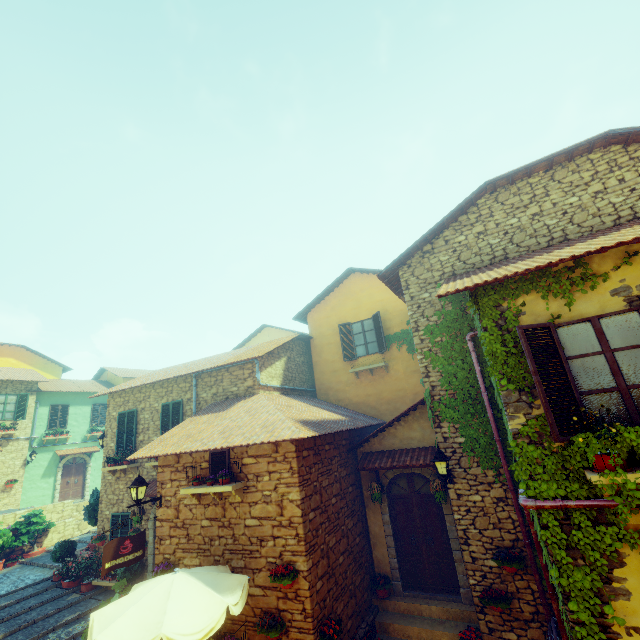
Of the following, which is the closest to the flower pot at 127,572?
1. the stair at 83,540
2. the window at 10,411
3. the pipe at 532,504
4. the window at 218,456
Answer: the stair at 83,540

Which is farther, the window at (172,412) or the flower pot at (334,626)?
the window at (172,412)

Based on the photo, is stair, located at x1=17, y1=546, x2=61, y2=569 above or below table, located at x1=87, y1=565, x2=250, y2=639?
below

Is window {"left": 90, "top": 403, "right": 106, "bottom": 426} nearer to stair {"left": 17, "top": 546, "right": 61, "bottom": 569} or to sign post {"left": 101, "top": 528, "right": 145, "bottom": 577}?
stair {"left": 17, "top": 546, "right": 61, "bottom": 569}

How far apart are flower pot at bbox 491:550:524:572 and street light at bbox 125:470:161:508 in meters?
7.8

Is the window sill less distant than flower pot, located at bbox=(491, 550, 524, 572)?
No

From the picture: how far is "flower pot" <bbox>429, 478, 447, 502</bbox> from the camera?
8.02m

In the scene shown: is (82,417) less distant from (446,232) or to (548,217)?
(446,232)
